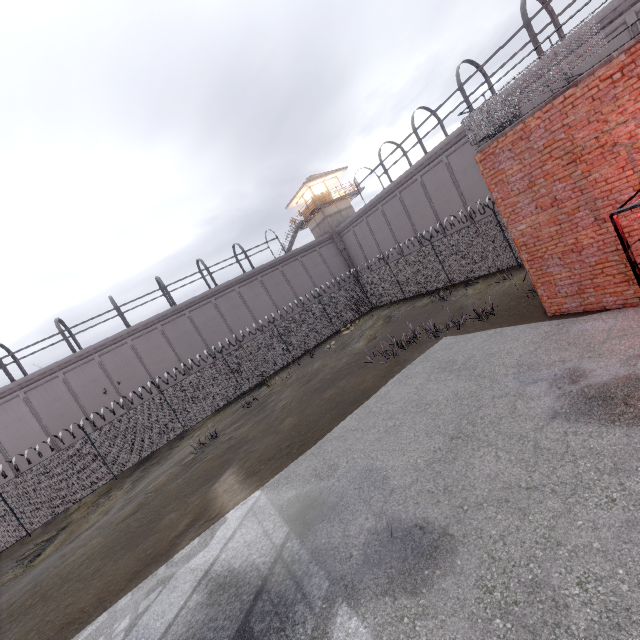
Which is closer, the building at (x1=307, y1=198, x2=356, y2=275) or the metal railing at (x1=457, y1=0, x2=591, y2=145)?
the metal railing at (x1=457, y1=0, x2=591, y2=145)

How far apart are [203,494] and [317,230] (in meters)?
32.01

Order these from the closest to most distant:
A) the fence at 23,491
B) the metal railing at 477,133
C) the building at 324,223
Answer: the metal railing at 477,133 < the fence at 23,491 < the building at 324,223

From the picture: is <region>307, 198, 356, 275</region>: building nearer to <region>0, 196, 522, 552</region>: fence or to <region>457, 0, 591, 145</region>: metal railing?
<region>0, 196, 522, 552</region>: fence

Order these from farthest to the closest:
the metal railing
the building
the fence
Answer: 1. the building
2. the fence
3. the metal railing

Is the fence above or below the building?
below

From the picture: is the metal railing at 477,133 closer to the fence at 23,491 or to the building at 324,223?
the fence at 23,491

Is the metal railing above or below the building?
below
